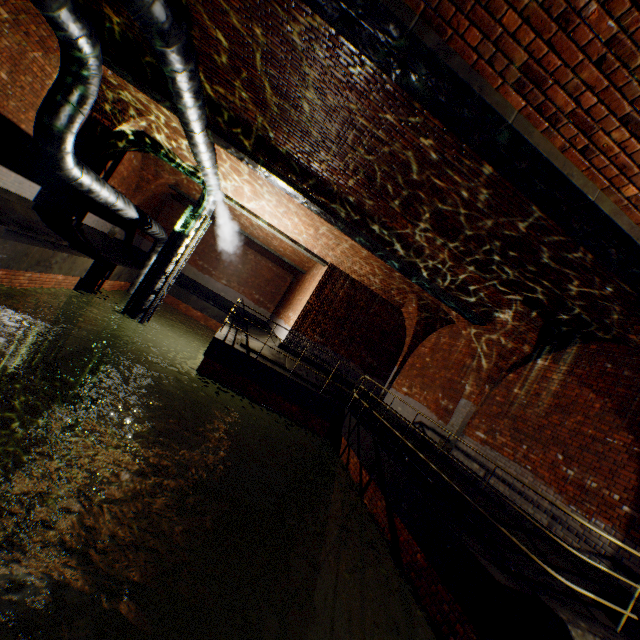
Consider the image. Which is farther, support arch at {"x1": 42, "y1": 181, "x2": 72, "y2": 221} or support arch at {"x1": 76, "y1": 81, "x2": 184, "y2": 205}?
support arch at {"x1": 42, "y1": 181, "x2": 72, "y2": 221}

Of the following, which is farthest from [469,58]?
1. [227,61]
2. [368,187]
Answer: [227,61]

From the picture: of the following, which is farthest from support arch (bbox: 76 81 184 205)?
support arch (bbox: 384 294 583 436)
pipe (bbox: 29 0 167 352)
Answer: support arch (bbox: 384 294 583 436)

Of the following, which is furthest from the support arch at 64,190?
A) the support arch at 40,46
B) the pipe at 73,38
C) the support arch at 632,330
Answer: the support arch at 632,330

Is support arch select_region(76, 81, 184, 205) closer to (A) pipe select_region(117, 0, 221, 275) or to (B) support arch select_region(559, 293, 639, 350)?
(A) pipe select_region(117, 0, 221, 275)

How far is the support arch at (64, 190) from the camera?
10.8m

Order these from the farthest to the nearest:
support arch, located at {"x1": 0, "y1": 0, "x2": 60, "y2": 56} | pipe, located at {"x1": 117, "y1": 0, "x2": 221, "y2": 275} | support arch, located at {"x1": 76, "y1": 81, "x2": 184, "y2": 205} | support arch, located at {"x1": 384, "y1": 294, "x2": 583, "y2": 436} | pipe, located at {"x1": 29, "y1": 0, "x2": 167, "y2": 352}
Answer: support arch, located at {"x1": 76, "y1": 81, "x2": 184, "y2": 205}, support arch, located at {"x1": 384, "y1": 294, "x2": 583, "y2": 436}, support arch, located at {"x1": 0, "y1": 0, "x2": 60, "y2": 56}, pipe, located at {"x1": 29, "y1": 0, "x2": 167, "y2": 352}, pipe, located at {"x1": 117, "y1": 0, "x2": 221, "y2": 275}

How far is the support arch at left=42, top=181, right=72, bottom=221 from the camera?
10.8m
